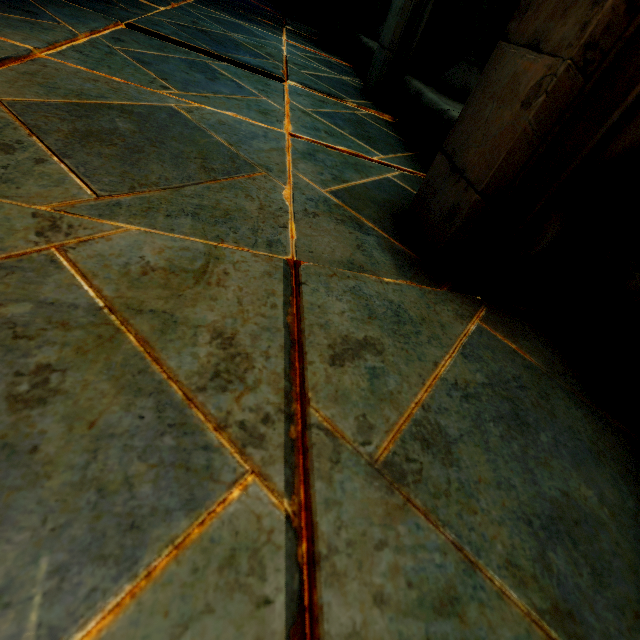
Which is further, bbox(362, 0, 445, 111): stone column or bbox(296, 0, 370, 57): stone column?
bbox(296, 0, 370, 57): stone column

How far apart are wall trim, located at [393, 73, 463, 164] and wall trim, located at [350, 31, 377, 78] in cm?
54

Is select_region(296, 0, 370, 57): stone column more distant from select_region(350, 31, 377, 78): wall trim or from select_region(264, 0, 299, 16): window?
select_region(264, 0, 299, 16): window

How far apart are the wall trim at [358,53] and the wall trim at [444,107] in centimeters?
54cm

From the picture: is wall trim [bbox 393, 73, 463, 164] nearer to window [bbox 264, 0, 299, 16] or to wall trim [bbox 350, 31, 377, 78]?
wall trim [bbox 350, 31, 377, 78]

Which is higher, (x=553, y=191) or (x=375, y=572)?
(x=553, y=191)

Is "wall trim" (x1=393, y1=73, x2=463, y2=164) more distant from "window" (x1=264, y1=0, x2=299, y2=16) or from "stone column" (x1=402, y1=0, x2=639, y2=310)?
"window" (x1=264, y1=0, x2=299, y2=16)

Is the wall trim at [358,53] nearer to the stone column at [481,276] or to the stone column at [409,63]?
the stone column at [409,63]
